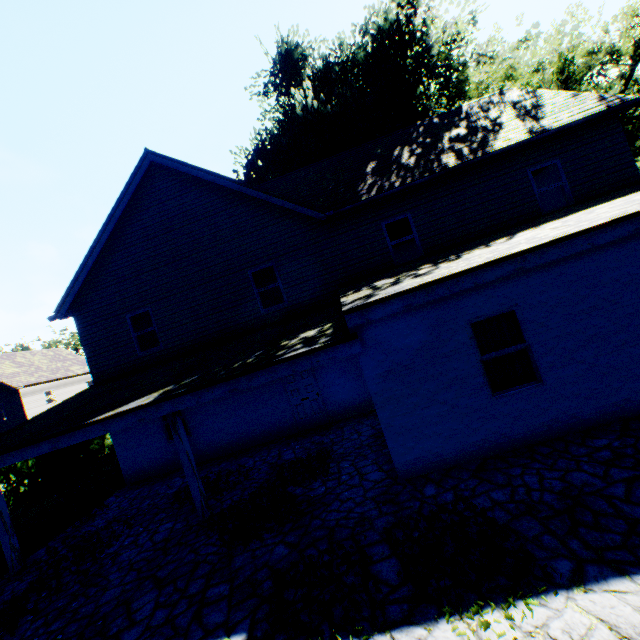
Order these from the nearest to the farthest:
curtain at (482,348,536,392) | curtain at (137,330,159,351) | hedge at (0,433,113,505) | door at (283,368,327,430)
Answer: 1. curtain at (482,348,536,392)
2. door at (283,368,327,430)
3. curtain at (137,330,159,351)
4. hedge at (0,433,113,505)

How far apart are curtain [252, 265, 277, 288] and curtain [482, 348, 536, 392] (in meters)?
6.80

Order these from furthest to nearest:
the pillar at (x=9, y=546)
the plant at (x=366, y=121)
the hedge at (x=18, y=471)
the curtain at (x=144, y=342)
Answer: the plant at (x=366, y=121) < the hedge at (x=18, y=471) < the curtain at (x=144, y=342) < the pillar at (x=9, y=546)

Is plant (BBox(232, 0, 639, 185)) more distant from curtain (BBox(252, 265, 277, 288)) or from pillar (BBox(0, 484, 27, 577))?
pillar (BBox(0, 484, 27, 577))

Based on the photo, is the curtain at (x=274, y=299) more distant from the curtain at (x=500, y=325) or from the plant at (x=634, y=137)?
the plant at (x=634, y=137)

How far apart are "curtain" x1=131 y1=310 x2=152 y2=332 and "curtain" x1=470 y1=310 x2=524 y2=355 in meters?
10.3 m

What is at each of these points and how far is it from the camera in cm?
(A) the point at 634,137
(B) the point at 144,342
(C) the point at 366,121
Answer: (A) plant, 3816
(B) curtain, 1231
(C) plant, 1786

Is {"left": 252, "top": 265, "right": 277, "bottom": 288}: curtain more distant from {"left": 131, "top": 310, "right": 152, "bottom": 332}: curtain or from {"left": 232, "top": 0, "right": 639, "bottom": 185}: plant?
{"left": 232, "top": 0, "right": 639, "bottom": 185}: plant
